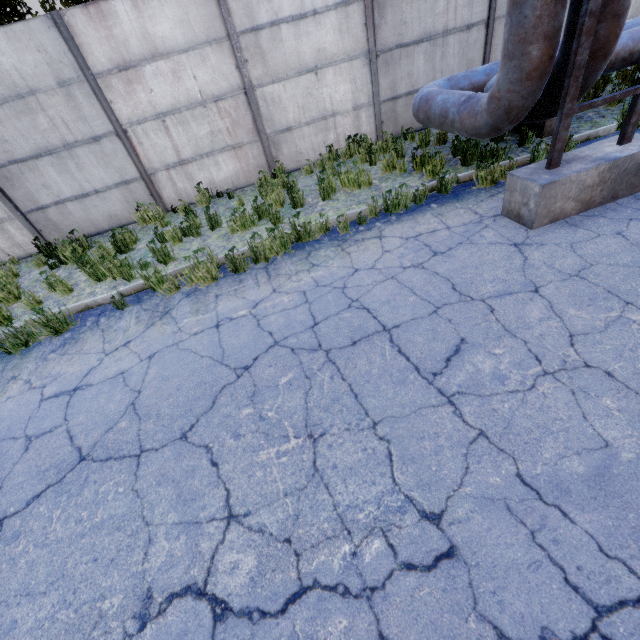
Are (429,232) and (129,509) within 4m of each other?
no
